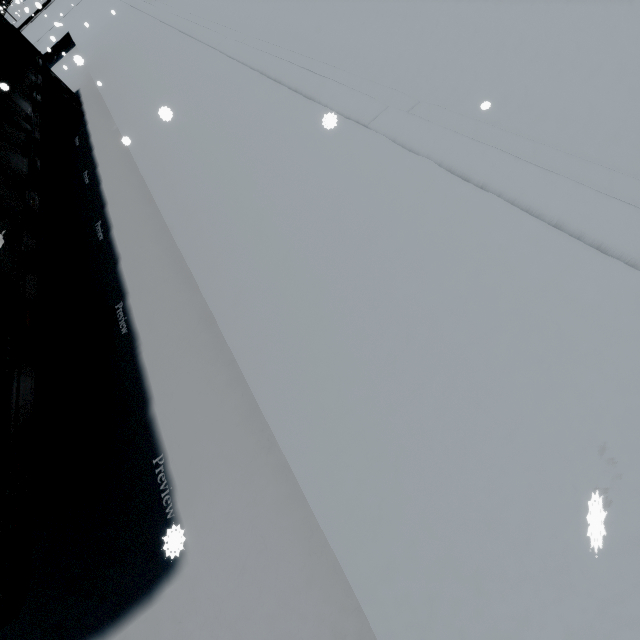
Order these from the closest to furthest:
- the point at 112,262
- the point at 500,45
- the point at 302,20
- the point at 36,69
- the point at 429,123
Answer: the point at 429,123
the point at 500,45
the point at 112,262
the point at 302,20
the point at 36,69
